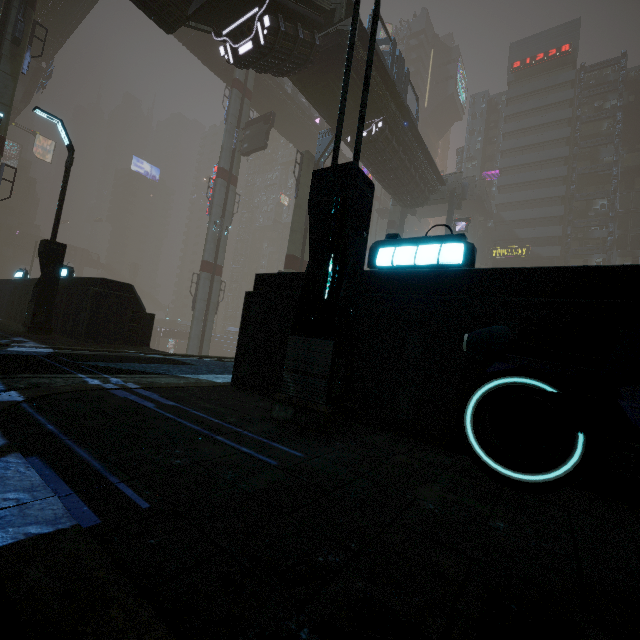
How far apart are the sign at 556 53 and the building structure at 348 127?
48.4m

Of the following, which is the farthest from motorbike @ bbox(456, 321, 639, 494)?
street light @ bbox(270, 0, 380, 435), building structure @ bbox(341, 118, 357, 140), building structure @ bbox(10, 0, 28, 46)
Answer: building structure @ bbox(10, 0, 28, 46)

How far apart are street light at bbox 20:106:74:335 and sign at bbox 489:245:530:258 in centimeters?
5296cm

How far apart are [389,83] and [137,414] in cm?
2420

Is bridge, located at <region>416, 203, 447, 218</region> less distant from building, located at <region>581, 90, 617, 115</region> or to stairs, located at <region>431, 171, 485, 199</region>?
stairs, located at <region>431, 171, 485, 199</region>

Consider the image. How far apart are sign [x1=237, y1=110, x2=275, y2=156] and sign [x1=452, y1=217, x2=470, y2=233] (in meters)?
20.28

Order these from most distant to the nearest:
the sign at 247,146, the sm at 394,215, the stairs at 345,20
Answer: the sm at 394,215
the sign at 247,146
the stairs at 345,20

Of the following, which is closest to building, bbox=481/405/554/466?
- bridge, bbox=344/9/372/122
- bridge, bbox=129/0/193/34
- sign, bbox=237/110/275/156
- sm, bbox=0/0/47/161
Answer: bridge, bbox=344/9/372/122
